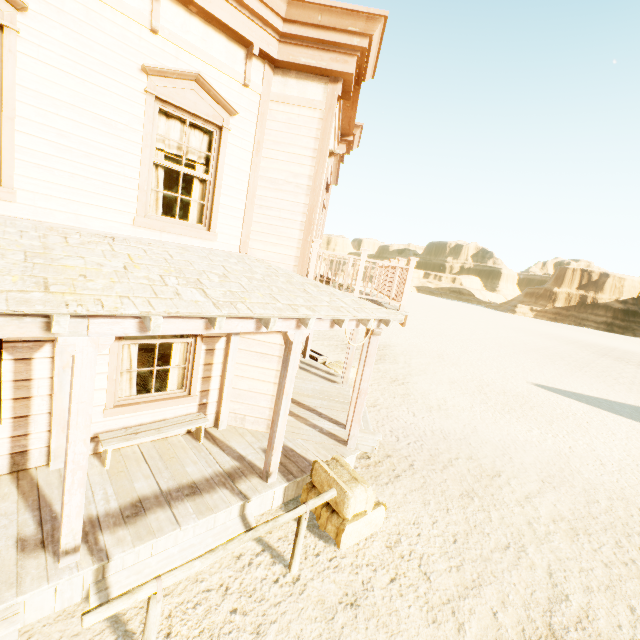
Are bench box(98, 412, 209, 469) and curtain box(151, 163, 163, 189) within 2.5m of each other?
no

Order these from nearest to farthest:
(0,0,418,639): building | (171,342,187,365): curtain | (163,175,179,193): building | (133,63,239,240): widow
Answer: (0,0,418,639): building, (133,63,239,240): widow, (171,342,187,365): curtain, (163,175,179,193): building

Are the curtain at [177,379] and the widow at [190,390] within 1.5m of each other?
yes

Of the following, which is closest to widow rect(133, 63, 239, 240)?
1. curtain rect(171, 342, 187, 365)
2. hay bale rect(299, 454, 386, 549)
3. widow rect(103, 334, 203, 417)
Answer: widow rect(103, 334, 203, 417)

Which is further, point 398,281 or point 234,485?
point 398,281

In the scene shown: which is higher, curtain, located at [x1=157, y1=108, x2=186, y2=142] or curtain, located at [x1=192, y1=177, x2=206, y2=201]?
curtain, located at [x1=157, y1=108, x2=186, y2=142]

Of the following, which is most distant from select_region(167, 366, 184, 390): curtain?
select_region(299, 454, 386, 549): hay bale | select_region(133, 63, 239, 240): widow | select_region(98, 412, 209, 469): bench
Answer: select_region(299, 454, 386, 549): hay bale

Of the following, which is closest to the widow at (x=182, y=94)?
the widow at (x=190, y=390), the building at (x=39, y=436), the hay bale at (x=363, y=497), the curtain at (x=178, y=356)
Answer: the building at (x=39, y=436)
